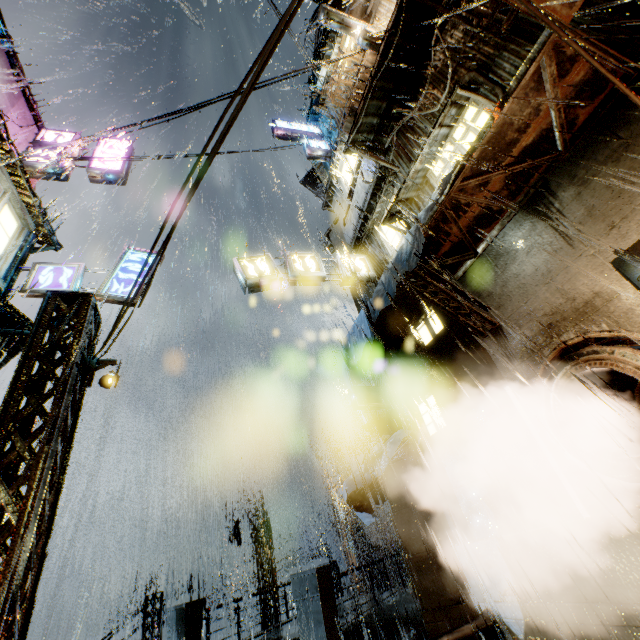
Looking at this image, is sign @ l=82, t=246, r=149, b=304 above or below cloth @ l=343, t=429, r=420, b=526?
above

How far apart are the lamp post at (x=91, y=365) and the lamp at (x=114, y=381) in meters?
0.1

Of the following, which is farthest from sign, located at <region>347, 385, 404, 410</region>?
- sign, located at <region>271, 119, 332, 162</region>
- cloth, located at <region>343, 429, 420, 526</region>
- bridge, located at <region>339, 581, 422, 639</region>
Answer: sign, located at <region>271, 119, 332, 162</region>

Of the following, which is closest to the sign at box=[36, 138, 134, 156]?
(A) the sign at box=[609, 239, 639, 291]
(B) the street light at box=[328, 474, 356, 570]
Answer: (A) the sign at box=[609, 239, 639, 291]

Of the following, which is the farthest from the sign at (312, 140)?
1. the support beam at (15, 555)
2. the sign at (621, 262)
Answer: the sign at (621, 262)

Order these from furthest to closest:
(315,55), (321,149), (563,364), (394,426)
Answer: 1. (315,55)
2. (321,149)
3. (394,426)
4. (563,364)

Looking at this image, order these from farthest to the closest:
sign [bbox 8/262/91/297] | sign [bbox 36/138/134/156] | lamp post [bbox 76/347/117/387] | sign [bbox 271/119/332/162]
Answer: sign [bbox 271/119/332/162] → sign [bbox 36/138/134/156] → sign [bbox 8/262/91/297] → lamp post [bbox 76/347/117/387]

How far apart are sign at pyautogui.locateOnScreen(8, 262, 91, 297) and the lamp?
2.37m
